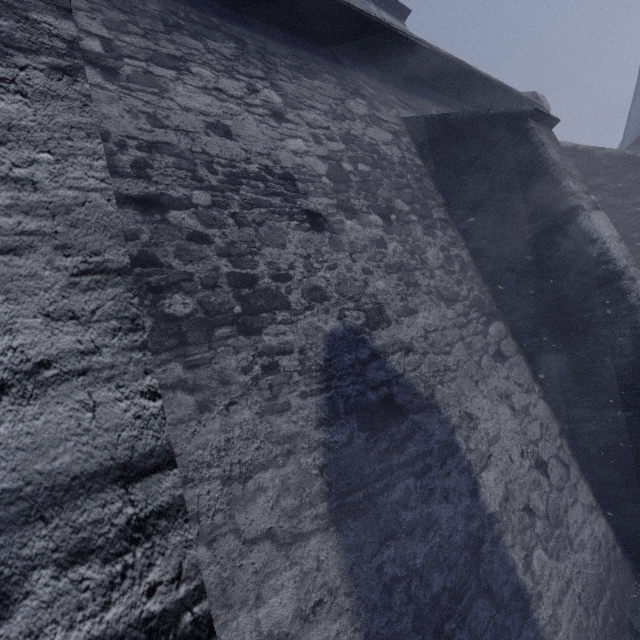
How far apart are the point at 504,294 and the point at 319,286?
2.4m
